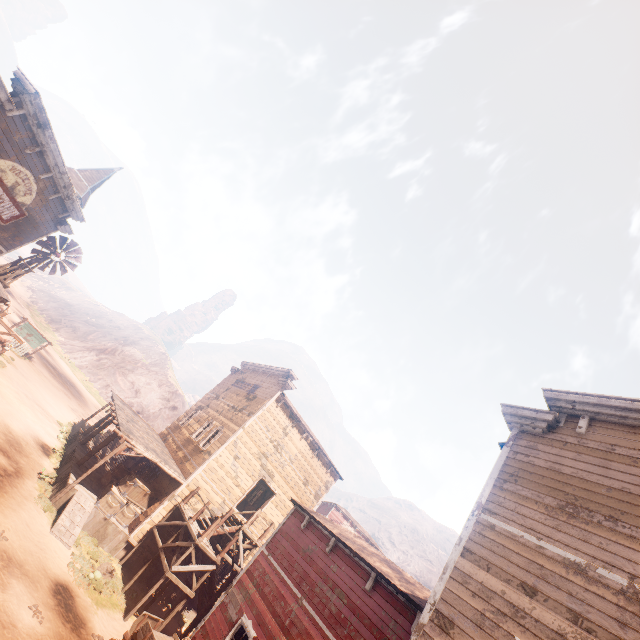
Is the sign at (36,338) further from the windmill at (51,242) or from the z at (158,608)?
the windmill at (51,242)

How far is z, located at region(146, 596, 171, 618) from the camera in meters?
14.5 m

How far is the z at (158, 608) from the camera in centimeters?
1452cm

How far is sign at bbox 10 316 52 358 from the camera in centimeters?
2873cm

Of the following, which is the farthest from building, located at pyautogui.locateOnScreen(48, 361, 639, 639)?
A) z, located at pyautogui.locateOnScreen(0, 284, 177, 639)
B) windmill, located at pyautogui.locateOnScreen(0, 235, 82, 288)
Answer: windmill, located at pyautogui.locateOnScreen(0, 235, 82, 288)

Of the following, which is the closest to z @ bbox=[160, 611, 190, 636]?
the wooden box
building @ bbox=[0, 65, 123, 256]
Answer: building @ bbox=[0, 65, 123, 256]

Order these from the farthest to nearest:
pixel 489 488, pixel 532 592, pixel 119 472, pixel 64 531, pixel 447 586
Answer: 1. pixel 119 472
2. pixel 64 531
3. pixel 489 488
4. pixel 447 586
5. pixel 532 592
